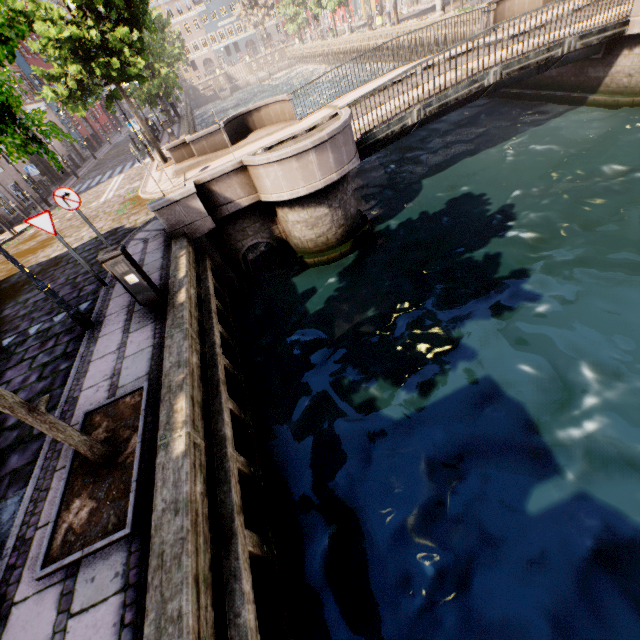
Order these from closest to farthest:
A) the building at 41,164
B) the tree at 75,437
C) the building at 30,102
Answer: the tree at 75,437 → the building at 41,164 → the building at 30,102

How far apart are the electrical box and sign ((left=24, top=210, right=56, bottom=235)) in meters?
2.2

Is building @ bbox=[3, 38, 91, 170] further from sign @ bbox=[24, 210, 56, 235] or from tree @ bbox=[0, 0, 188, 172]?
sign @ bbox=[24, 210, 56, 235]

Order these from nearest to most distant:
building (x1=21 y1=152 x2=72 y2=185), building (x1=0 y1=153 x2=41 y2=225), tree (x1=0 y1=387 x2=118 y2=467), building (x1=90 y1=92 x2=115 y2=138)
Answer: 1. tree (x1=0 y1=387 x2=118 y2=467)
2. building (x1=0 y1=153 x2=41 y2=225)
3. building (x1=21 y1=152 x2=72 y2=185)
4. building (x1=90 y1=92 x2=115 y2=138)

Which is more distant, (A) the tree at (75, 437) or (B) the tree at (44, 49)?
(A) the tree at (75, 437)

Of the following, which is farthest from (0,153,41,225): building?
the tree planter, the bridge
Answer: the bridge

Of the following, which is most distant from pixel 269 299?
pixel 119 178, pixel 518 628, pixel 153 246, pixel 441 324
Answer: pixel 119 178

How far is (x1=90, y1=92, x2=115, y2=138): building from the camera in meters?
37.6 m
